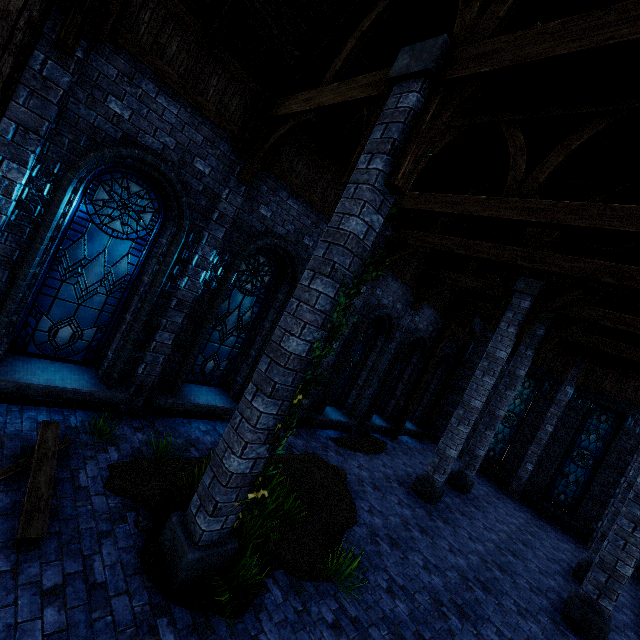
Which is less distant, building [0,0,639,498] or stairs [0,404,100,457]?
building [0,0,639,498]

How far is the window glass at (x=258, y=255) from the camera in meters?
7.7

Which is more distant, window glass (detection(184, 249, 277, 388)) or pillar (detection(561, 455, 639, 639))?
window glass (detection(184, 249, 277, 388))

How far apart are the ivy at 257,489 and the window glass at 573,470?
15.51m

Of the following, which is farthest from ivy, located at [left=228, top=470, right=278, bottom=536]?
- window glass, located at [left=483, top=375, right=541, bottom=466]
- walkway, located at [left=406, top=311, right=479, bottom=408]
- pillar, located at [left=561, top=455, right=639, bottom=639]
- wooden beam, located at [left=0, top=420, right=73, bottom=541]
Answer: window glass, located at [left=483, top=375, right=541, bottom=466]

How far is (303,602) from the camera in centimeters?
438cm

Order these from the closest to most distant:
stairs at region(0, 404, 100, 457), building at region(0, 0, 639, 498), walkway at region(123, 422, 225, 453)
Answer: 1. building at region(0, 0, 639, 498)
2. stairs at region(0, 404, 100, 457)
3. walkway at region(123, 422, 225, 453)

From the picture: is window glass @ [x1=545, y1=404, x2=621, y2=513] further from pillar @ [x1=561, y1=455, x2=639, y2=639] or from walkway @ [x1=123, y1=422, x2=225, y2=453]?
walkway @ [x1=123, y1=422, x2=225, y2=453]
